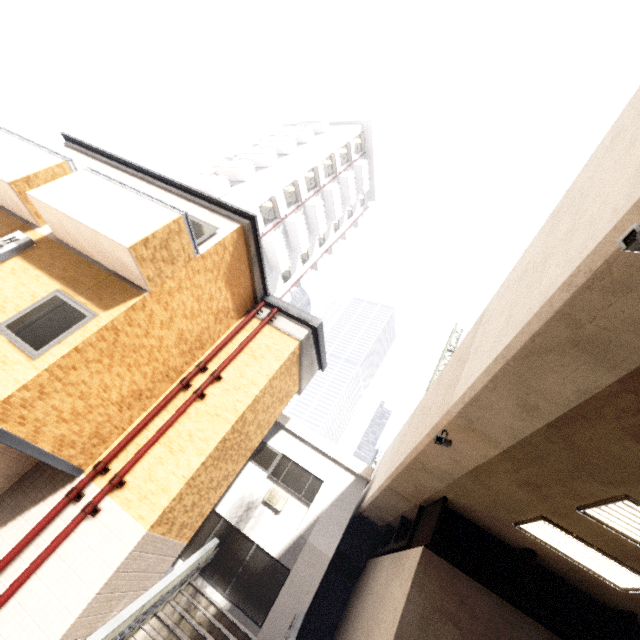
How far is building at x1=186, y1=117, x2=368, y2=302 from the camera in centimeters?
2428cm

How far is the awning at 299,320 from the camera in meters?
9.6 m

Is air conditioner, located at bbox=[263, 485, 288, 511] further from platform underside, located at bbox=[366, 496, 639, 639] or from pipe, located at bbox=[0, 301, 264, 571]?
pipe, located at bbox=[0, 301, 264, 571]

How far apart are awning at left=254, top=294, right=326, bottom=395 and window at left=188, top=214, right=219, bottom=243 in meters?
2.9 m

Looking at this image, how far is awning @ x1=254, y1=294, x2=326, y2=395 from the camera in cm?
962

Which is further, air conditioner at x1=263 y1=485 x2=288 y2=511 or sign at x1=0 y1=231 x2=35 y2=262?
air conditioner at x1=263 y1=485 x2=288 y2=511

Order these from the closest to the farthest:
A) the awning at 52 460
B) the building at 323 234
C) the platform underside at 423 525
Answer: the awning at 52 460, the platform underside at 423 525, the building at 323 234

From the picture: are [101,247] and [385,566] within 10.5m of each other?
no
